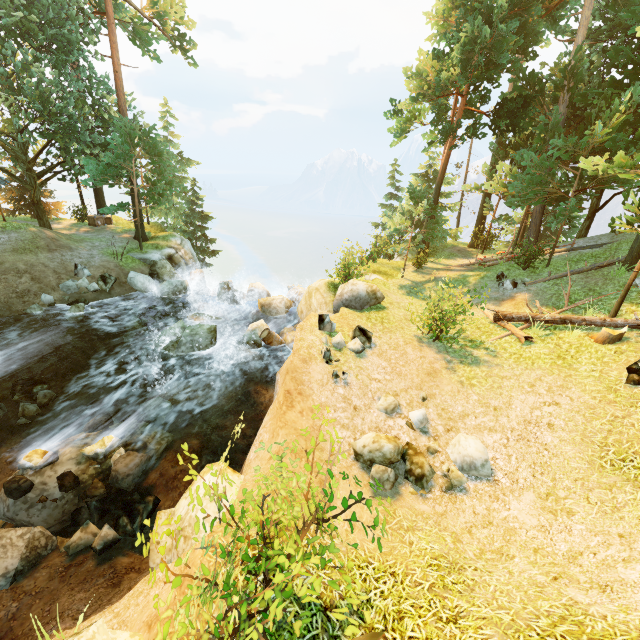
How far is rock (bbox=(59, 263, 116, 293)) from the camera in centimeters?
1699cm

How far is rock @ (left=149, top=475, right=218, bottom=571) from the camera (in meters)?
6.16

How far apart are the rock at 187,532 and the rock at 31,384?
7.6 meters

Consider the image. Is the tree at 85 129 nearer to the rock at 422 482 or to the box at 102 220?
the box at 102 220

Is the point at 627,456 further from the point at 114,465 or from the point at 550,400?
the point at 114,465

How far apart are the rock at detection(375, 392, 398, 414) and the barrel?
6.57m

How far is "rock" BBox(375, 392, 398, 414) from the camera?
8.84m

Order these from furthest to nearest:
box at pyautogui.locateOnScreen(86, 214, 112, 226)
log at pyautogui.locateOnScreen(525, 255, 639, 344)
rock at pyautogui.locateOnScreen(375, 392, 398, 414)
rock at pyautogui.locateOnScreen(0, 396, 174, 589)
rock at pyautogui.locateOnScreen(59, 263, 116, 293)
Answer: box at pyautogui.locateOnScreen(86, 214, 112, 226) → rock at pyautogui.locateOnScreen(59, 263, 116, 293) → log at pyautogui.locateOnScreen(525, 255, 639, 344) → rock at pyautogui.locateOnScreen(375, 392, 398, 414) → rock at pyautogui.locateOnScreen(0, 396, 174, 589)
